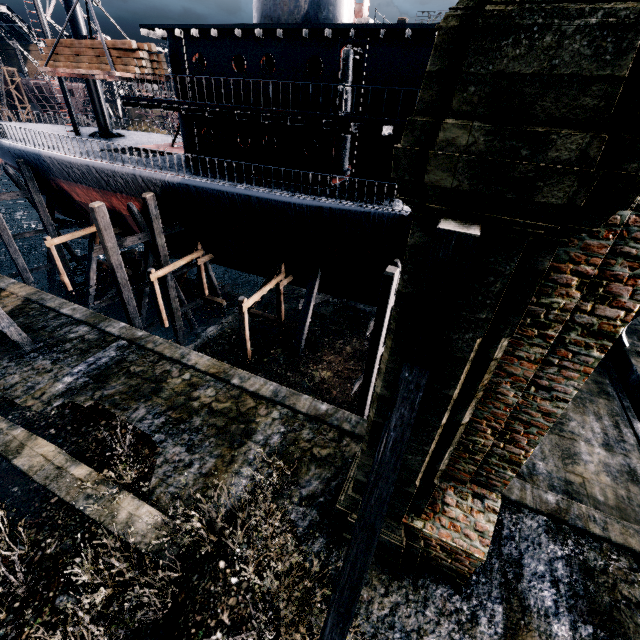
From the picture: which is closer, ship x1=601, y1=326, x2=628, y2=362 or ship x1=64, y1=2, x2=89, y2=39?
ship x1=601, y1=326, x2=628, y2=362

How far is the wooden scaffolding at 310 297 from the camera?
18.2 meters

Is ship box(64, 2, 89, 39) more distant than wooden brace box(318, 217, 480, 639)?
Yes

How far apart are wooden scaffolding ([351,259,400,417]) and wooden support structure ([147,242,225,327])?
11.6m

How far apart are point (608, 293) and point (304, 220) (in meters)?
12.42

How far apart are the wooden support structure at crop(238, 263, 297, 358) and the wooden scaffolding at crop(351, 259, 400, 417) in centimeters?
551cm

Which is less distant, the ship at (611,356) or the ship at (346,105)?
the ship at (346,105)

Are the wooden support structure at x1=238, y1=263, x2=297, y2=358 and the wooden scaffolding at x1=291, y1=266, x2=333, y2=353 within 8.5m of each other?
yes
